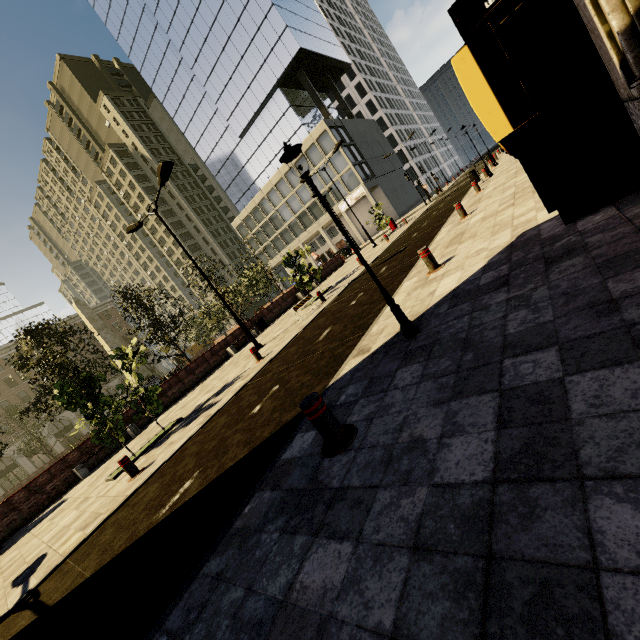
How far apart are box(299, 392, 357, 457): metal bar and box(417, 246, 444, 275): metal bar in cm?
454

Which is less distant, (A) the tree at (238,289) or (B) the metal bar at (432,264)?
(B) the metal bar at (432,264)

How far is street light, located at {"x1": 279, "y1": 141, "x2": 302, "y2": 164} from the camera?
4.0 meters

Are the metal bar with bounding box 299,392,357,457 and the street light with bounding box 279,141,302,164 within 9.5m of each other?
yes

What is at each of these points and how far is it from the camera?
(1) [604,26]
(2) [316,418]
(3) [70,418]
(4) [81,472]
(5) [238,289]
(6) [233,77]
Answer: (1) building, 3.55m
(2) metal bar, 3.14m
(3) building, 53.38m
(4) bench, 13.31m
(5) tree, 37.72m
(6) building, 47.53m

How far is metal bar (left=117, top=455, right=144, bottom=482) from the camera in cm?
766

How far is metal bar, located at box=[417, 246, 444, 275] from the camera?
6.87m

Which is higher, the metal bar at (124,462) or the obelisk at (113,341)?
the obelisk at (113,341)
